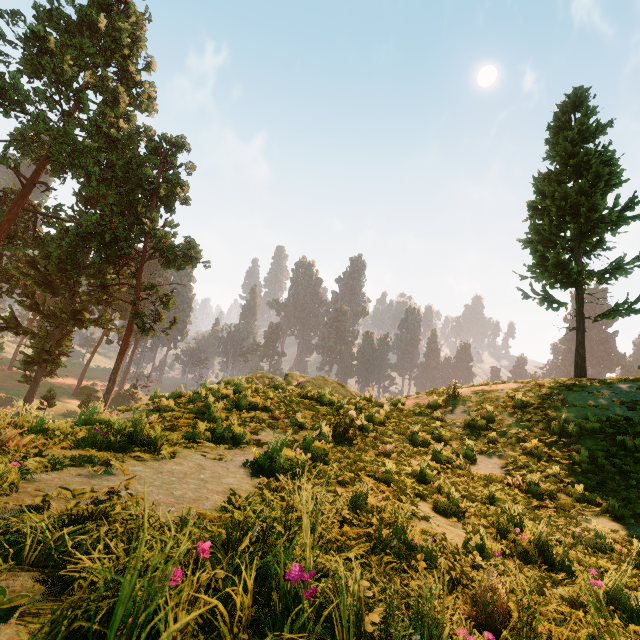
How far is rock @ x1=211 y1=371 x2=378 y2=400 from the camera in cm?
1127

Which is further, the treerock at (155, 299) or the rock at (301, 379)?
the treerock at (155, 299)

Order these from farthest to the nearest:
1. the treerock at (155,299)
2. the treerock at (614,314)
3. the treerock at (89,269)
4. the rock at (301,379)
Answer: the treerock at (155,299) < the treerock at (89,269) < the treerock at (614,314) < the rock at (301,379)

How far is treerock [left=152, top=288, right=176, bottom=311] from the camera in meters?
27.8 m

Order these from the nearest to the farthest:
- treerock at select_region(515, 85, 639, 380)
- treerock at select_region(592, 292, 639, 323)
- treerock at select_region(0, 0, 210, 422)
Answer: treerock at select_region(592, 292, 639, 323)
treerock at select_region(515, 85, 639, 380)
treerock at select_region(0, 0, 210, 422)

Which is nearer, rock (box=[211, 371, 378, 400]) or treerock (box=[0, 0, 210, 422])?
rock (box=[211, 371, 378, 400])

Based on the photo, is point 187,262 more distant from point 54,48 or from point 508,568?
point 508,568
